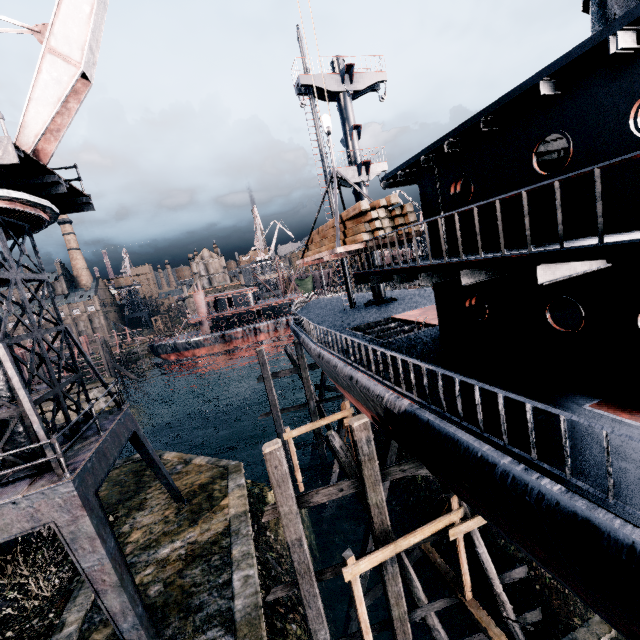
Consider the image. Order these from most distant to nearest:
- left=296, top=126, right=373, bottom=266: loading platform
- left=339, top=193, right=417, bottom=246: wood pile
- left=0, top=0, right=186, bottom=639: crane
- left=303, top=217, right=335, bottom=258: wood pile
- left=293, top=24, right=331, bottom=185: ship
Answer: left=293, top=24, right=331, bottom=185: ship < left=303, top=217, right=335, bottom=258: wood pile < left=296, top=126, right=373, bottom=266: loading platform < left=339, top=193, right=417, bottom=246: wood pile < left=0, top=0, right=186, bottom=639: crane

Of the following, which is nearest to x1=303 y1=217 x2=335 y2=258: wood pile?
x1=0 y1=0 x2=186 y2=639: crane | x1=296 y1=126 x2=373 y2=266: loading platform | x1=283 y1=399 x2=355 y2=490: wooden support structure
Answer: x1=296 y1=126 x2=373 y2=266: loading platform

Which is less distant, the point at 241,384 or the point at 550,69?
the point at 550,69

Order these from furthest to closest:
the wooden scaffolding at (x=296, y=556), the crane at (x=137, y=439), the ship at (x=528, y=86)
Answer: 1. the wooden scaffolding at (x=296, y=556)
2. the crane at (x=137, y=439)
3. the ship at (x=528, y=86)

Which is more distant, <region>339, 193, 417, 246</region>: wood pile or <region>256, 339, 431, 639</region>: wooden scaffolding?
<region>339, 193, 417, 246</region>: wood pile

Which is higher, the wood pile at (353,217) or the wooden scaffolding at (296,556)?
the wood pile at (353,217)

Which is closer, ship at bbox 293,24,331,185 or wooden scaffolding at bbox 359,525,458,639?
wooden scaffolding at bbox 359,525,458,639

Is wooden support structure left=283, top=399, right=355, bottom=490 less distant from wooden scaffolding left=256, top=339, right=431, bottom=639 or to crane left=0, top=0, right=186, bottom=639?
wooden scaffolding left=256, top=339, right=431, bottom=639
